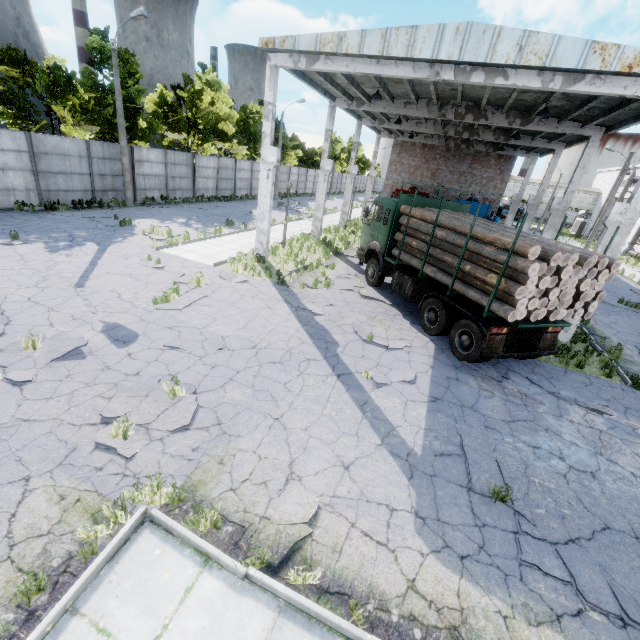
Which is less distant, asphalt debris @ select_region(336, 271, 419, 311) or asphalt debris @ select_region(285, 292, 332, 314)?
asphalt debris @ select_region(285, 292, 332, 314)

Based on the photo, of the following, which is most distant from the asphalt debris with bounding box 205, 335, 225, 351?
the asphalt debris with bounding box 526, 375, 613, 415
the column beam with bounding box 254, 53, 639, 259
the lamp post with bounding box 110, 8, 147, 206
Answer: the lamp post with bounding box 110, 8, 147, 206

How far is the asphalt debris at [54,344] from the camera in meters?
6.8 m

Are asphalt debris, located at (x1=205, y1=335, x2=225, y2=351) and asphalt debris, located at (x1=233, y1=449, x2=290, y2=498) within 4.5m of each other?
yes

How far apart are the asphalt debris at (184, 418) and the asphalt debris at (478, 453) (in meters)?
4.95

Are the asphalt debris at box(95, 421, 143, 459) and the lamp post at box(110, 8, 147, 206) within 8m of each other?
no

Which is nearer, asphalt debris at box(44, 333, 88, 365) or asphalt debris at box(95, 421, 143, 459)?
asphalt debris at box(95, 421, 143, 459)

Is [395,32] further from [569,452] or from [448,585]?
[448,585]
